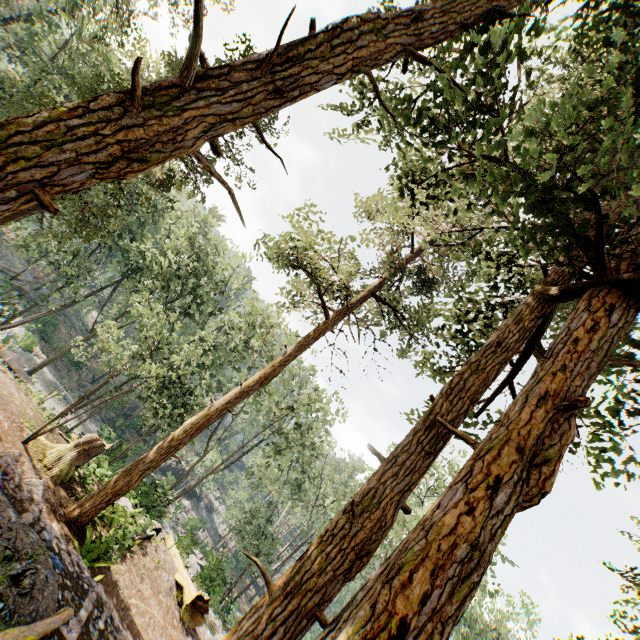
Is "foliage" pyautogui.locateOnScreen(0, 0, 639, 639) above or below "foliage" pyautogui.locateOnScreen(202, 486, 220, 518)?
above

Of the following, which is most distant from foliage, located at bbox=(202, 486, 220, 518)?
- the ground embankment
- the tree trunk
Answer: the tree trunk

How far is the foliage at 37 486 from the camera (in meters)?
10.04

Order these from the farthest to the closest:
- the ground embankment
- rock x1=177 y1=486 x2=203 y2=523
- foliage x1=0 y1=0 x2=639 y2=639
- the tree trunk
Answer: rock x1=177 y1=486 x2=203 y2=523 → the tree trunk → the ground embankment → foliage x1=0 y1=0 x2=639 y2=639

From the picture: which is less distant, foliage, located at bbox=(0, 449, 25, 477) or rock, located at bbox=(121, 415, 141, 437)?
foliage, located at bbox=(0, 449, 25, 477)

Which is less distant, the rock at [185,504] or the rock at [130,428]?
the rock at [130,428]

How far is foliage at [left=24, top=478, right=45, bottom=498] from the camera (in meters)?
10.04

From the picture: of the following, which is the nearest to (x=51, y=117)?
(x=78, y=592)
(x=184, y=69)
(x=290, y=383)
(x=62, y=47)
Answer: (x=184, y=69)
